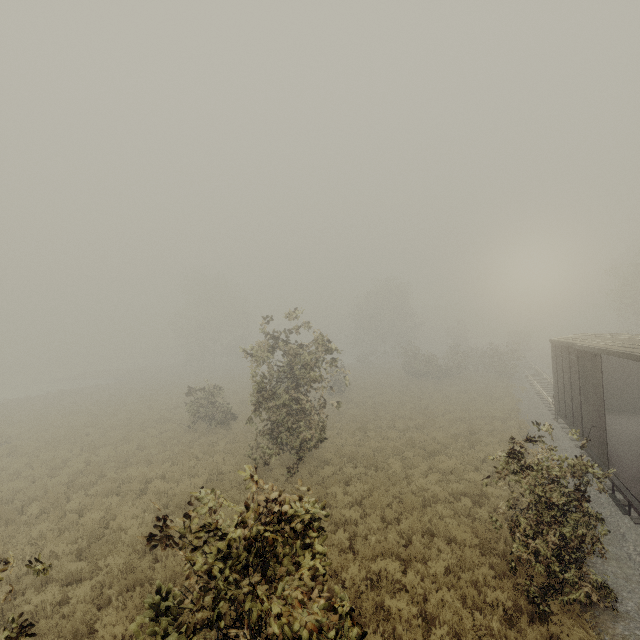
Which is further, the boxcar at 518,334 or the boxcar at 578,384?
the boxcar at 518,334

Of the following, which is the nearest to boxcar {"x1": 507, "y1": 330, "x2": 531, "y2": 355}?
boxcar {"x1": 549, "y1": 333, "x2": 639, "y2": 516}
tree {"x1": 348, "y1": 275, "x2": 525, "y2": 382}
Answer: tree {"x1": 348, "y1": 275, "x2": 525, "y2": 382}

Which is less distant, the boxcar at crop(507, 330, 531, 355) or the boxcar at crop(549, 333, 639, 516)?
the boxcar at crop(549, 333, 639, 516)

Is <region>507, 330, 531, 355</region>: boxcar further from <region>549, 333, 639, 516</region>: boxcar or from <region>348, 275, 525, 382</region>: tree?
<region>549, 333, 639, 516</region>: boxcar

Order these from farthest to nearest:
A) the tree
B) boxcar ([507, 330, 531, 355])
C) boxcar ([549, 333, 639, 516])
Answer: boxcar ([507, 330, 531, 355]), the tree, boxcar ([549, 333, 639, 516])

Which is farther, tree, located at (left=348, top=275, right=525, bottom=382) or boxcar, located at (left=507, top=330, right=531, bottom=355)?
boxcar, located at (left=507, top=330, right=531, bottom=355)

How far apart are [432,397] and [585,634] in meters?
22.5 m

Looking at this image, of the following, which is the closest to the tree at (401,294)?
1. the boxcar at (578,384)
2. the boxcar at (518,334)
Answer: the boxcar at (578,384)
